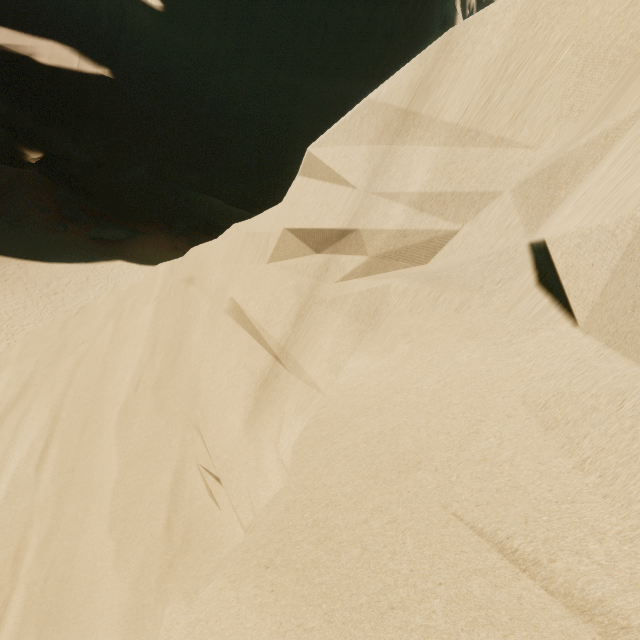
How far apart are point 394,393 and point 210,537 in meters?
3.8
